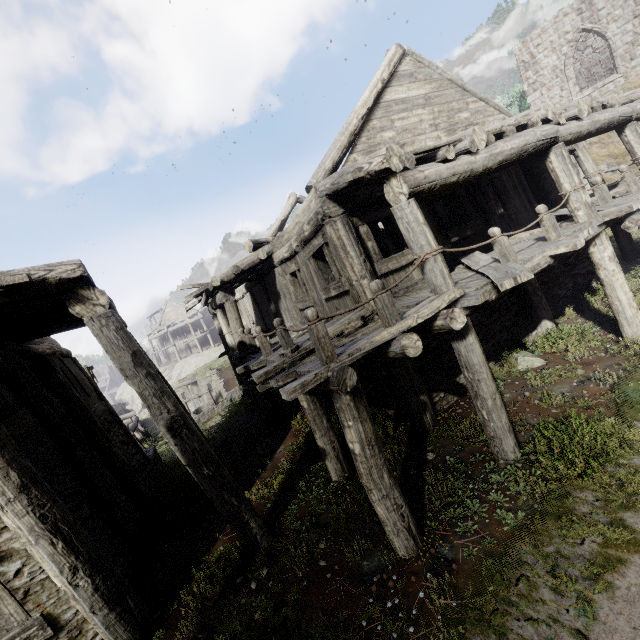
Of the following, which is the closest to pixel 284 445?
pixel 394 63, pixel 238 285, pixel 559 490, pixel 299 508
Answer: pixel 299 508

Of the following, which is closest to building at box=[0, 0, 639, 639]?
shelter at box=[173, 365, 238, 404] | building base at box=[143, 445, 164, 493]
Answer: building base at box=[143, 445, 164, 493]

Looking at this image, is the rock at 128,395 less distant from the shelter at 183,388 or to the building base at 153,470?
the shelter at 183,388

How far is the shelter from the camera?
26.6 meters

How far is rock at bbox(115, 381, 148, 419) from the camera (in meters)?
44.47

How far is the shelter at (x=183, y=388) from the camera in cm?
2656

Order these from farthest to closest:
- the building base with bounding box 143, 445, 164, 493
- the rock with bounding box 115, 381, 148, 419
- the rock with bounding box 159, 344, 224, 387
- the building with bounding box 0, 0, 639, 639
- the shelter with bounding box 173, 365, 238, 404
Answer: the rock with bounding box 115, 381, 148, 419 → the rock with bounding box 159, 344, 224, 387 → the shelter with bounding box 173, 365, 238, 404 → the building base with bounding box 143, 445, 164, 493 → the building with bounding box 0, 0, 639, 639
